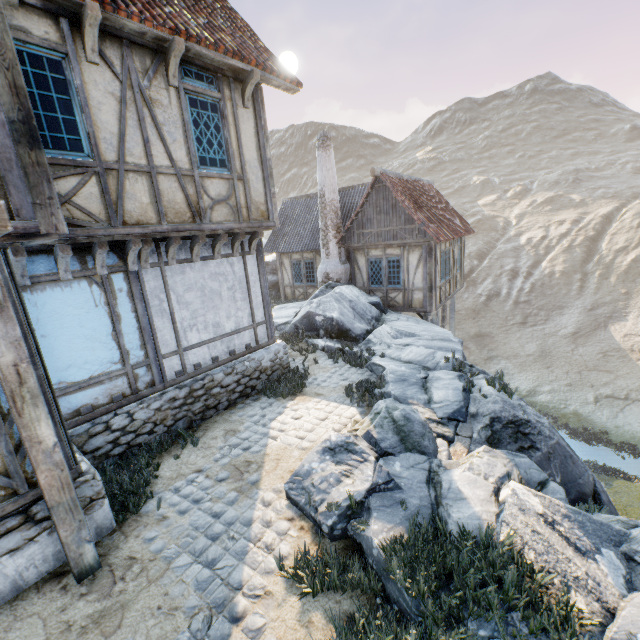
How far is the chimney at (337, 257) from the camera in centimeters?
1436cm

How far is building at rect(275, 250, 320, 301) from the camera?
17.45m

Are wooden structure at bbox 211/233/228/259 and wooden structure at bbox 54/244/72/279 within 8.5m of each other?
yes

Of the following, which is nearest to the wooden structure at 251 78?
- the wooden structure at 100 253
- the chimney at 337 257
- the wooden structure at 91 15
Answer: the wooden structure at 91 15

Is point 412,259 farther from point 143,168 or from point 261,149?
point 143,168

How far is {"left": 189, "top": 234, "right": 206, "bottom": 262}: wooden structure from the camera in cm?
636

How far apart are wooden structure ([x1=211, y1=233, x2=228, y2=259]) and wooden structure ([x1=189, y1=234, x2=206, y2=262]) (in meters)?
0.35

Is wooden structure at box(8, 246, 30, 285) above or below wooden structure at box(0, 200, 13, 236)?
below
